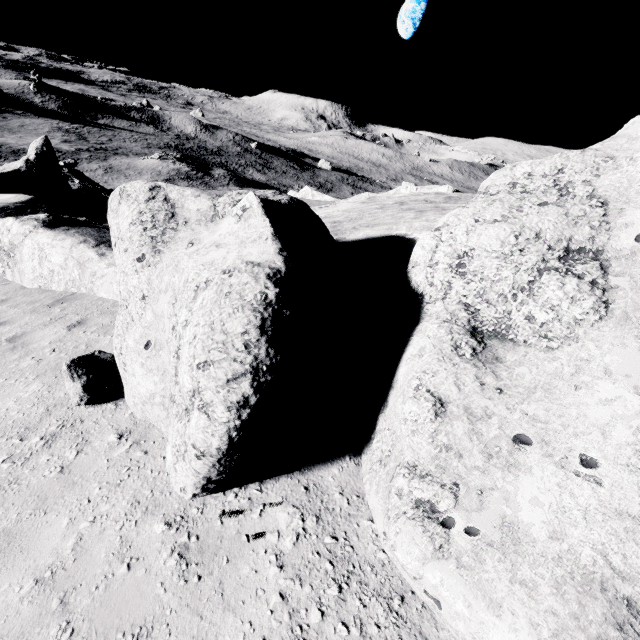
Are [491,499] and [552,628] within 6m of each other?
yes
